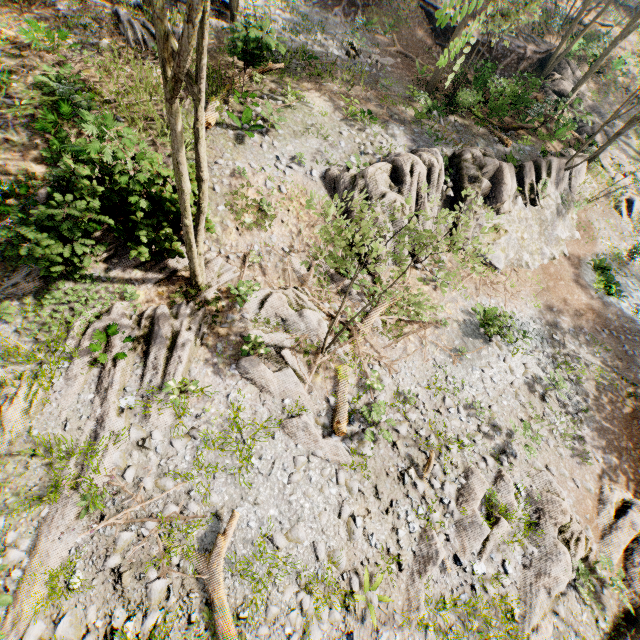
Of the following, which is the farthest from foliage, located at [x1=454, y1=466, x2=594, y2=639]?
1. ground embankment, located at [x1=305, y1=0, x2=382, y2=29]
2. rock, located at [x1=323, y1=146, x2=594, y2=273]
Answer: ground embankment, located at [x1=305, y1=0, x2=382, y2=29]

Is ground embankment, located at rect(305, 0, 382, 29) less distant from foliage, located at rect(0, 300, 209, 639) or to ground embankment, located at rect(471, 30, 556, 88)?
ground embankment, located at rect(471, 30, 556, 88)

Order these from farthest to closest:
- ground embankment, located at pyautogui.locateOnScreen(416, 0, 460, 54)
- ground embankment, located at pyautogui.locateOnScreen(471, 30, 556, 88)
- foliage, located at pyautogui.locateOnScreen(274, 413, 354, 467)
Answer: ground embankment, located at pyautogui.locateOnScreen(416, 0, 460, 54)
ground embankment, located at pyautogui.locateOnScreen(471, 30, 556, 88)
foliage, located at pyautogui.locateOnScreen(274, 413, 354, 467)

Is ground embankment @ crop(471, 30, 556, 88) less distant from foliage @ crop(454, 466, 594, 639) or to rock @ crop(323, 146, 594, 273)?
foliage @ crop(454, 466, 594, 639)

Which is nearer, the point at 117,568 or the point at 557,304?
Result: the point at 117,568

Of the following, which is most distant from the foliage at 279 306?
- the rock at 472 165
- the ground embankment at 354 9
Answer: the ground embankment at 354 9
